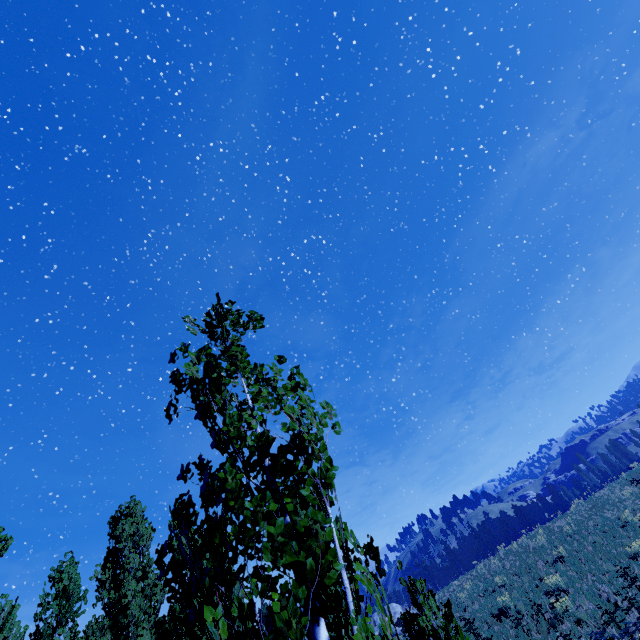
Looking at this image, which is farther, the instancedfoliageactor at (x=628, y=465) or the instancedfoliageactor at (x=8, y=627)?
the instancedfoliageactor at (x=628, y=465)

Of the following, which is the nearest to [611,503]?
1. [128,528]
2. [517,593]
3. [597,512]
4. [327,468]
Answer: [597,512]

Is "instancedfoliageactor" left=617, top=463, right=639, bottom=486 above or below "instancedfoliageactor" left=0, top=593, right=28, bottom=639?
below

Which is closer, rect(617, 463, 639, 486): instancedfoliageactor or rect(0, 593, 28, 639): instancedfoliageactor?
rect(0, 593, 28, 639): instancedfoliageactor

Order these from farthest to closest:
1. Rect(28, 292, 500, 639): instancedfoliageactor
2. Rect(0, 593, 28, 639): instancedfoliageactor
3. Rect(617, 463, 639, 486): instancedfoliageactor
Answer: Rect(617, 463, 639, 486): instancedfoliageactor
Rect(0, 593, 28, 639): instancedfoliageactor
Rect(28, 292, 500, 639): instancedfoliageactor

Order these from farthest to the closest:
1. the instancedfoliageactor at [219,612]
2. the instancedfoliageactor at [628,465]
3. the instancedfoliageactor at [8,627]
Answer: the instancedfoliageactor at [628,465] → the instancedfoliageactor at [8,627] → the instancedfoliageactor at [219,612]
